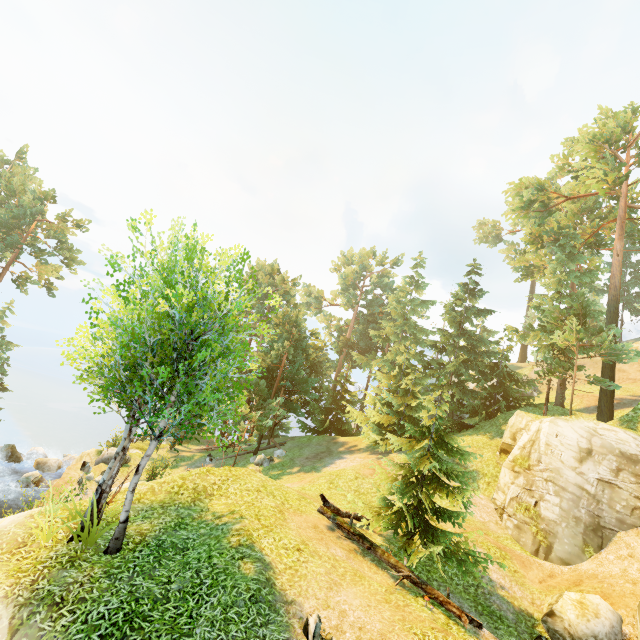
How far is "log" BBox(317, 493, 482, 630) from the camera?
8.74m

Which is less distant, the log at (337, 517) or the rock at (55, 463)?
the log at (337, 517)

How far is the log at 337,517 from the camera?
8.7 meters

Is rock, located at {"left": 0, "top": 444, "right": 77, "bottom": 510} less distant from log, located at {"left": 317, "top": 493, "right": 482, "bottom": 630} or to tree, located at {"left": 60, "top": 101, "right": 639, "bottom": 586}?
tree, located at {"left": 60, "top": 101, "right": 639, "bottom": 586}

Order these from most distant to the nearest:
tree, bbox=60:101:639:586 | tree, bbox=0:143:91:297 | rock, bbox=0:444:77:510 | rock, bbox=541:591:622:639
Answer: tree, bbox=0:143:91:297, rock, bbox=0:444:77:510, rock, bbox=541:591:622:639, tree, bbox=60:101:639:586

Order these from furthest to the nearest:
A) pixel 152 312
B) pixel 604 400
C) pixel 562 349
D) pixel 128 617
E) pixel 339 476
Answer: pixel 562 349 → pixel 604 400 → pixel 339 476 → pixel 152 312 → pixel 128 617

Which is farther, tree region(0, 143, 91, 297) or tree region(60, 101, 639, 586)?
tree region(0, 143, 91, 297)

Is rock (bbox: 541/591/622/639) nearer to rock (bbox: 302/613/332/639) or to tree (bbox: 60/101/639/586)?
tree (bbox: 60/101/639/586)
